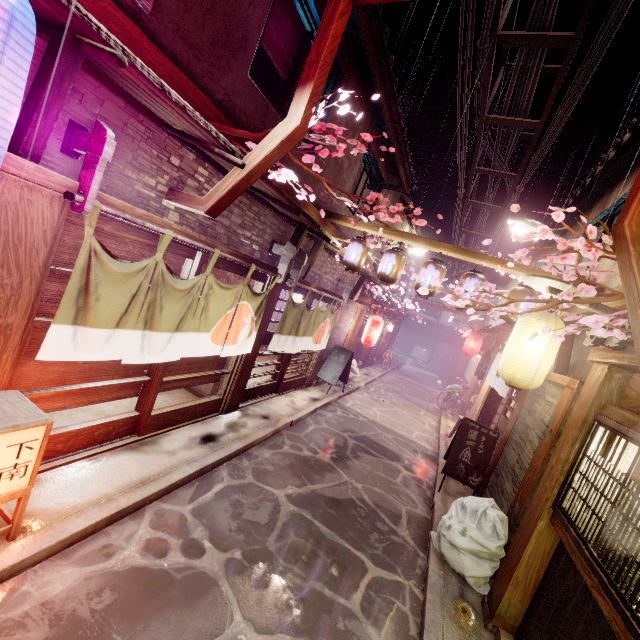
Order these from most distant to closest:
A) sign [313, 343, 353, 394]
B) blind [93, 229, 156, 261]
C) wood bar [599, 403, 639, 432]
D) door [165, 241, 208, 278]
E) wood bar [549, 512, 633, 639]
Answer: sign [313, 343, 353, 394], door [165, 241, 208, 278], blind [93, 229, 156, 261], wood bar [599, 403, 639, 432], wood bar [549, 512, 633, 639]

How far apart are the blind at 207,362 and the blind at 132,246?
1.8m

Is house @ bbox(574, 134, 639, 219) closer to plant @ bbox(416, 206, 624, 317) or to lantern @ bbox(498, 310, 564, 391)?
plant @ bbox(416, 206, 624, 317)

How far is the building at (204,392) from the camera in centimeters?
Result: 1176cm

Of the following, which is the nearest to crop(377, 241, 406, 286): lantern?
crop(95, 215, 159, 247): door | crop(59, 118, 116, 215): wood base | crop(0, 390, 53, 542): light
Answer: crop(95, 215, 159, 247): door

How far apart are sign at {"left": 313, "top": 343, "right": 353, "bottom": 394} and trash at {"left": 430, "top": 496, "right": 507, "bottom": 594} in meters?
9.5 m

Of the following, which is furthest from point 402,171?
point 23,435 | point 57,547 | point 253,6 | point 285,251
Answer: point 57,547

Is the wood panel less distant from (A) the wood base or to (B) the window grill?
(B) the window grill
